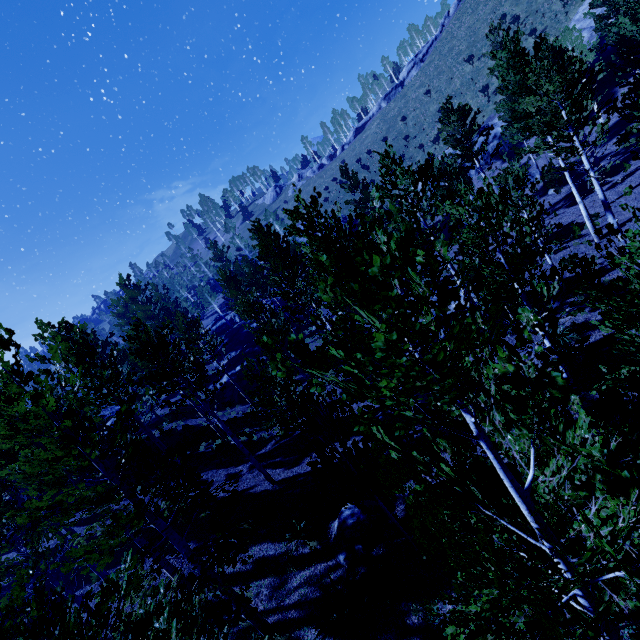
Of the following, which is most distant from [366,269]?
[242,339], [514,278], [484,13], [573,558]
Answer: [484,13]

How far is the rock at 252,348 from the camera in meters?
27.3

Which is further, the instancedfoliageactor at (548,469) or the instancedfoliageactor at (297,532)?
the instancedfoliageactor at (297,532)

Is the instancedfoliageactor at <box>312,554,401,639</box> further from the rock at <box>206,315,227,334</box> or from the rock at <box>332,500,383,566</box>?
the rock at <box>332,500,383,566</box>

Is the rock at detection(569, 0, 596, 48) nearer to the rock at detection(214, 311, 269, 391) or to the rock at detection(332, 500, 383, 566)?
the rock at detection(214, 311, 269, 391)

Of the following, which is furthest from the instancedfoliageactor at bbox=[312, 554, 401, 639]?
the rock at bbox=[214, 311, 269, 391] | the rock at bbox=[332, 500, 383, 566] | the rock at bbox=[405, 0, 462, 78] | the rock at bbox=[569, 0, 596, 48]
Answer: the rock at bbox=[405, 0, 462, 78]

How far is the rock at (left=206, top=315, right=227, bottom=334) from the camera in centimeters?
5394cm
